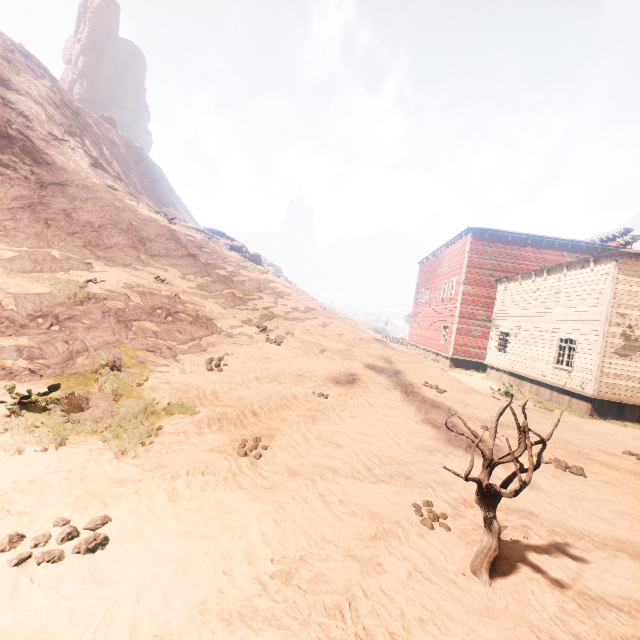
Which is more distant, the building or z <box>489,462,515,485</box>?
the building

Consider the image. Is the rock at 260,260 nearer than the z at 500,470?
No

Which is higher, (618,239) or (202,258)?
(618,239)

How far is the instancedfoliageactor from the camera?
3.3 meters

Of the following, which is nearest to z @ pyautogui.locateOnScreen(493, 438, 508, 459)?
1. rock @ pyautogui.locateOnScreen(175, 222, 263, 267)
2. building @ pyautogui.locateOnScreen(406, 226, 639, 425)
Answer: building @ pyautogui.locateOnScreen(406, 226, 639, 425)

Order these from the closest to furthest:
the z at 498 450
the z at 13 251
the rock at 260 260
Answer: the z at 13 251, the z at 498 450, the rock at 260 260
